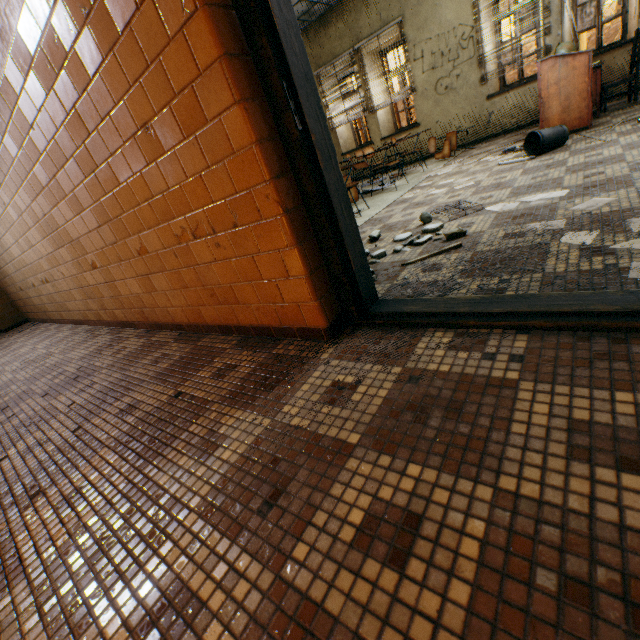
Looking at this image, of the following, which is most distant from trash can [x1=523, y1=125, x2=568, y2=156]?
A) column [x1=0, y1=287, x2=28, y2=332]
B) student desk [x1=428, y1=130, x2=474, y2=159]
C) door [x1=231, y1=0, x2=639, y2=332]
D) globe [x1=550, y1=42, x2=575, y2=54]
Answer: column [x1=0, y1=287, x2=28, y2=332]

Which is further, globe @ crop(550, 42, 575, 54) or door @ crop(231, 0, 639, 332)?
globe @ crop(550, 42, 575, 54)

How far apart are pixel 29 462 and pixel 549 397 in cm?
235

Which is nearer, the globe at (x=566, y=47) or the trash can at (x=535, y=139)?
the trash can at (x=535, y=139)

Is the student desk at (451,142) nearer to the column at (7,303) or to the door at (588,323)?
the door at (588,323)

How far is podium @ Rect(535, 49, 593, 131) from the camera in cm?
410

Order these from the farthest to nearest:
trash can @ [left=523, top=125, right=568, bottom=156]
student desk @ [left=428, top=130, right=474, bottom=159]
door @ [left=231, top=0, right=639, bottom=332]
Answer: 1. student desk @ [left=428, top=130, right=474, bottom=159]
2. trash can @ [left=523, top=125, right=568, bottom=156]
3. door @ [left=231, top=0, right=639, bottom=332]

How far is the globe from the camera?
4.78m
